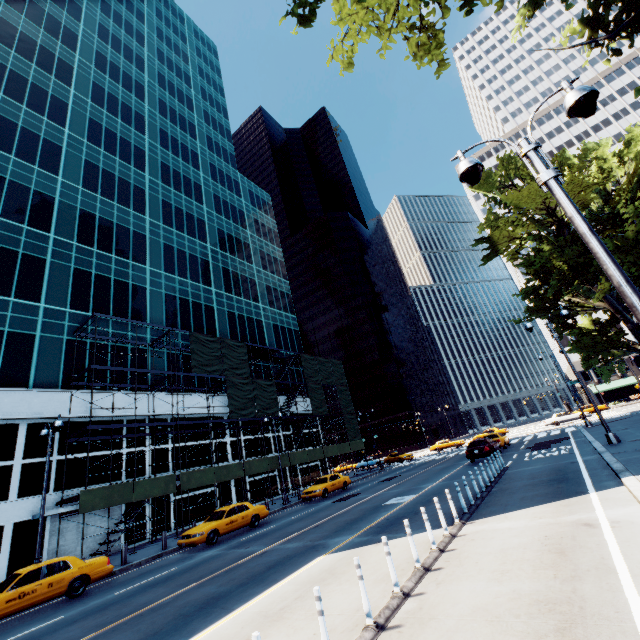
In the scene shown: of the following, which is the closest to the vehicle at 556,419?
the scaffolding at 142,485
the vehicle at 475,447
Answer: the vehicle at 475,447

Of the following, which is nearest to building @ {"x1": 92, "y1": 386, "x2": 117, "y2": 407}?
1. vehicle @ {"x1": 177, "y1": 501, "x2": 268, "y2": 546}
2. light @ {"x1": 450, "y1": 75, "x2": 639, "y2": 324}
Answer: vehicle @ {"x1": 177, "y1": 501, "x2": 268, "y2": 546}

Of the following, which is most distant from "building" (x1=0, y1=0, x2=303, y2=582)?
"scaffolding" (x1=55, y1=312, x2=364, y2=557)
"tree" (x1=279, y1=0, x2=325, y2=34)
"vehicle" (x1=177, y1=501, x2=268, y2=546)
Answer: "tree" (x1=279, y1=0, x2=325, y2=34)

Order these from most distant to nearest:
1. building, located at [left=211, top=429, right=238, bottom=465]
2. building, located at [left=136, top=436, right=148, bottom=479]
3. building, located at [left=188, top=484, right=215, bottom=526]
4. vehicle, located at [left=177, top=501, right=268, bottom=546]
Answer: building, located at [left=211, top=429, right=238, bottom=465], building, located at [left=188, top=484, right=215, bottom=526], building, located at [left=136, top=436, right=148, bottom=479], vehicle, located at [left=177, top=501, right=268, bottom=546]

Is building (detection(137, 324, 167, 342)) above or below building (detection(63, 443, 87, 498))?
above

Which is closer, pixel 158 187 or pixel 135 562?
pixel 135 562

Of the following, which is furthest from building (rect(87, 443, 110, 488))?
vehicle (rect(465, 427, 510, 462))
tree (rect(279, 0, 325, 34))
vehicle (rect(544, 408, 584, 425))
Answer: vehicle (rect(544, 408, 584, 425))

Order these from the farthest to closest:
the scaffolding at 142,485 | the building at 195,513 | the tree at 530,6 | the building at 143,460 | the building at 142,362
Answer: the building at 142,362 < the building at 195,513 < the building at 143,460 < the scaffolding at 142,485 < the tree at 530,6
